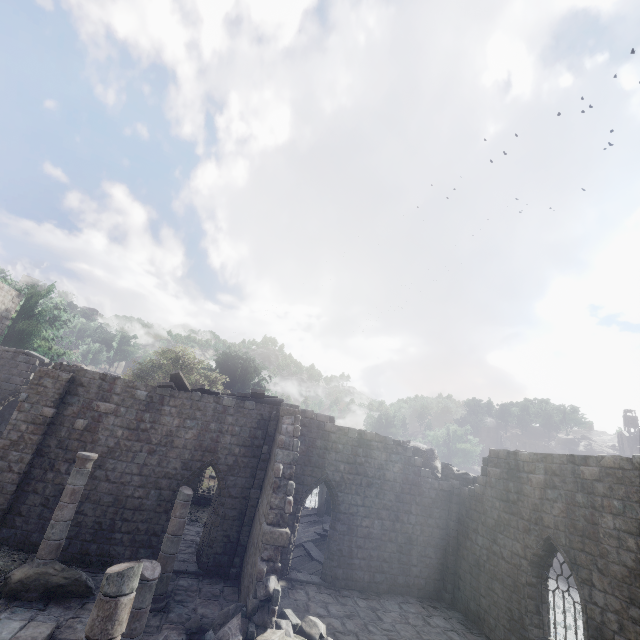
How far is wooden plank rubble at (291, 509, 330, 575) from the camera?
15.41m

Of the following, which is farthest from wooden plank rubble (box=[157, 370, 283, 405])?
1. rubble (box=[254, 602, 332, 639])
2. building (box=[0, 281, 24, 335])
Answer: rubble (box=[254, 602, 332, 639])

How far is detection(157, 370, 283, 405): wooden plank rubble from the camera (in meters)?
14.70

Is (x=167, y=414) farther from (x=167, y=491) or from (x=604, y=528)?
(x=604, y=528)

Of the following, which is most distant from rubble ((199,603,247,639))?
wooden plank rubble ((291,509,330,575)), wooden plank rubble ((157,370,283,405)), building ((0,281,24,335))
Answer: wooden plank rubble ((157,370,283,405))

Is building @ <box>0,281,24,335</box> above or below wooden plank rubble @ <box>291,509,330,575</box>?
above

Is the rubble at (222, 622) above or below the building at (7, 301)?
below

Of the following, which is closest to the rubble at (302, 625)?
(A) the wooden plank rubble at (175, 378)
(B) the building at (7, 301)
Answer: (B) the building at (7, 301)
